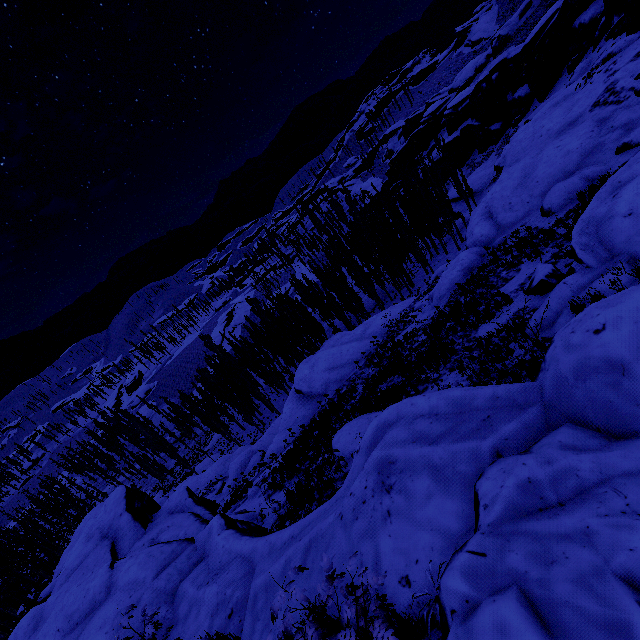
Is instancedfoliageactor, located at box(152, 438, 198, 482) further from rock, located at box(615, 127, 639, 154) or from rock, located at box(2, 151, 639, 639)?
rock, located at box(615, 127, 639, 154)

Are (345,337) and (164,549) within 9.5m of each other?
no

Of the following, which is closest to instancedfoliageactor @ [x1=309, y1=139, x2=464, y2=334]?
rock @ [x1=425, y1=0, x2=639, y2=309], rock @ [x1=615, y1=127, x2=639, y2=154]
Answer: rock @ [x1=425, y1=0, x2=639, y2=309]

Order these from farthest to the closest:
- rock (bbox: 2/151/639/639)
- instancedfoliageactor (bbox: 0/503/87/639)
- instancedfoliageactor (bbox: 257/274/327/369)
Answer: instancedfoliageactor (bbox: 257/274/327/369) < instancedfoliageactor (bbox: 0/503/87/639) < rock (bbox: 2/151/639/639)

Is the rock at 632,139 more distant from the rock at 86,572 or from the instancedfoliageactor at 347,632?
the instancedfoliageactor at 347,632

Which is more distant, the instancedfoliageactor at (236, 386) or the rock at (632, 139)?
the instancedfoliageactor at (236, 386)

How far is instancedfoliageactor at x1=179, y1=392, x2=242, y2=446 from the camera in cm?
4538
